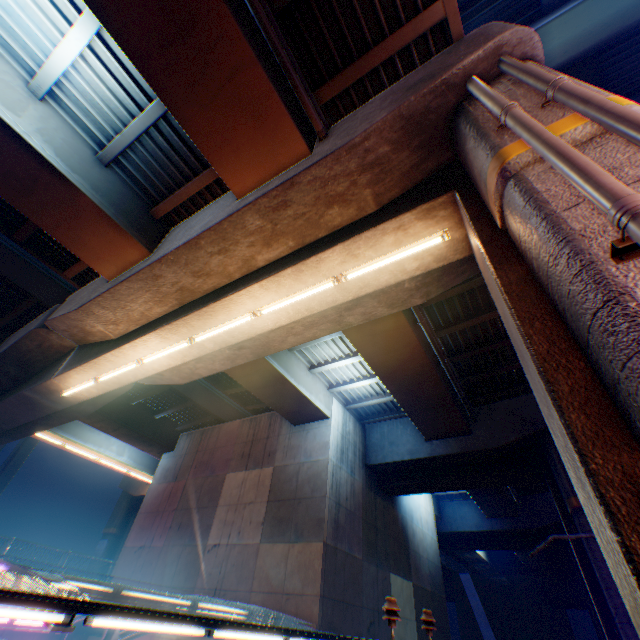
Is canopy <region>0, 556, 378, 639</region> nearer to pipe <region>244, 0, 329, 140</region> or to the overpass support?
the overpass support

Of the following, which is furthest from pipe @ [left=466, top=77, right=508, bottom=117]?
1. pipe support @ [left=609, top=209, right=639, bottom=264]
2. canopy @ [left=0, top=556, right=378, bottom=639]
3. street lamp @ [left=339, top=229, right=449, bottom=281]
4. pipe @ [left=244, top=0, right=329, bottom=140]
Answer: canopy @ [left=0, top=556, right=378, bottom=639]

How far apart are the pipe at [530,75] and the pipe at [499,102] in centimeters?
27cm

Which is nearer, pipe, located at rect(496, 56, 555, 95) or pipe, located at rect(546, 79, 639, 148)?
pipe, located at rect(546, 79, 639, 148)

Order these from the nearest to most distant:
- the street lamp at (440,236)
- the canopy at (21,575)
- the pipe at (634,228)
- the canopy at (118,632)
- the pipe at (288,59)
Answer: the pipe at (634,228) < the canopy at (21,575) < the pipe at (288,59) < the street lamp at (440,236) < the canopy at (118,632)

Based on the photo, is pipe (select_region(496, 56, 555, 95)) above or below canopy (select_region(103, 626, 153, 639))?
above

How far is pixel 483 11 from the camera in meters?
17.8

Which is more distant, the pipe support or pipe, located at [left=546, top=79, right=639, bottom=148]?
pipe, located at [left=546, top=79, right=639, bottom=148]
